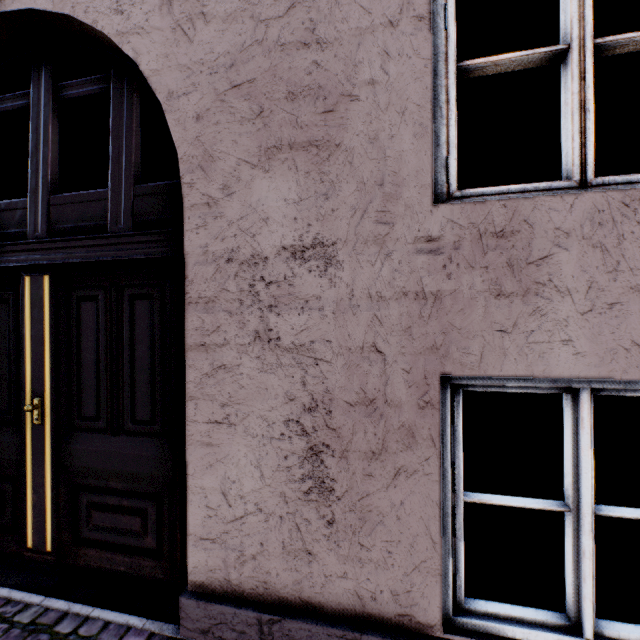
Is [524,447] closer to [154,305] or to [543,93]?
[543,93]
